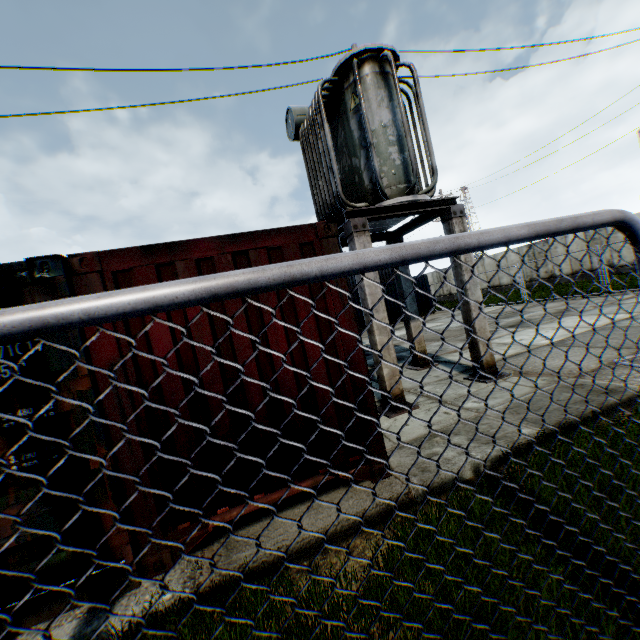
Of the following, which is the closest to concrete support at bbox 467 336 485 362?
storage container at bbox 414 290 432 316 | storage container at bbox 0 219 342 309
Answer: storage container at bbox 0 219 342 309

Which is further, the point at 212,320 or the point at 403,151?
the point at 403,151

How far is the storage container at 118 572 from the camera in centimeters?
277cm

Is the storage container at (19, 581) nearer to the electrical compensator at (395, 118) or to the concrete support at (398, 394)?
the concrete support at (398, 394)

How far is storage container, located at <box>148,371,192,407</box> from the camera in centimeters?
303cm

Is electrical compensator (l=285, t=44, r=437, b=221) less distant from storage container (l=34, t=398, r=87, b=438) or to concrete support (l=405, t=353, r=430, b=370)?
concrete support (l=405, t=353, r=430, b=370)

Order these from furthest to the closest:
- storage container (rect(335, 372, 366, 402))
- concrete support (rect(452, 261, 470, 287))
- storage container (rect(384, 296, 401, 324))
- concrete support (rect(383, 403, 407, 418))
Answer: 1. storage container (rect(384, 296, 401, 324))
2. concrete support (rect(452, 261, 470, 287))
3. concrete support (rect(383, 403, 407, 418))
4. storage container (rect(335, 372, 366, 402))
